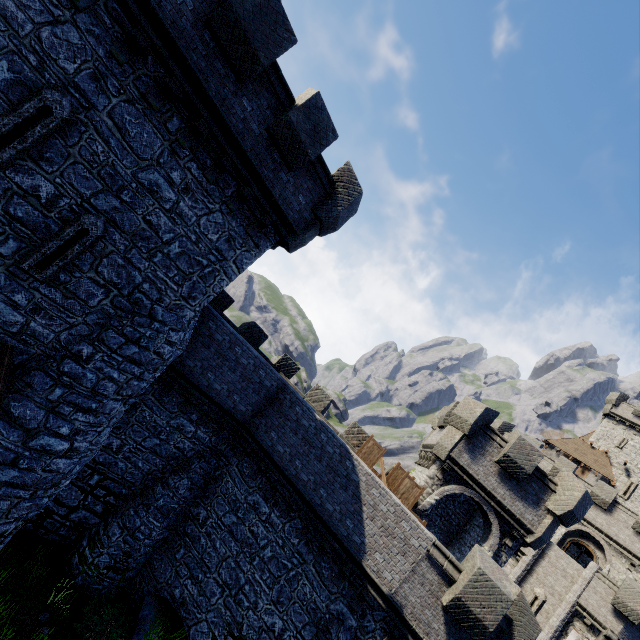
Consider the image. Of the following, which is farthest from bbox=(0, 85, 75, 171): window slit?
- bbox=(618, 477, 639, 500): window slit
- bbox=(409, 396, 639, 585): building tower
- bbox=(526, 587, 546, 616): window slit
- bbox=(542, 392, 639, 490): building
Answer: bbox=(618, 477, 639, 500): window slit

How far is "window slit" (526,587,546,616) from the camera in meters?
22.5

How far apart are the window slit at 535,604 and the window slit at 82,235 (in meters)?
33.44

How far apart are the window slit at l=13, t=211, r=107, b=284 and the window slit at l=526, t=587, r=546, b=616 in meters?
33.4 m

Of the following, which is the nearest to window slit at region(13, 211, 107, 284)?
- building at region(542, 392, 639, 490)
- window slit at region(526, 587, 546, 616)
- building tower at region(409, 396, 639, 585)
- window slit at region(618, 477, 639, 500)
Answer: building tower at region(409, 396, 639, 585)

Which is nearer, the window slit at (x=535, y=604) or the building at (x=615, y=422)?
the window slit at (x=535, y=604)

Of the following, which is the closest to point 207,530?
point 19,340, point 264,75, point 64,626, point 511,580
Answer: point 64,626

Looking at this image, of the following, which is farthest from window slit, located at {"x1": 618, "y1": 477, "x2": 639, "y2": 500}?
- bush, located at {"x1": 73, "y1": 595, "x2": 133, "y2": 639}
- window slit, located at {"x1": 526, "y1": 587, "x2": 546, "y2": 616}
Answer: bush, located at {"x1": 73, "y1": 595, "x2": 133, "y2": 639}
